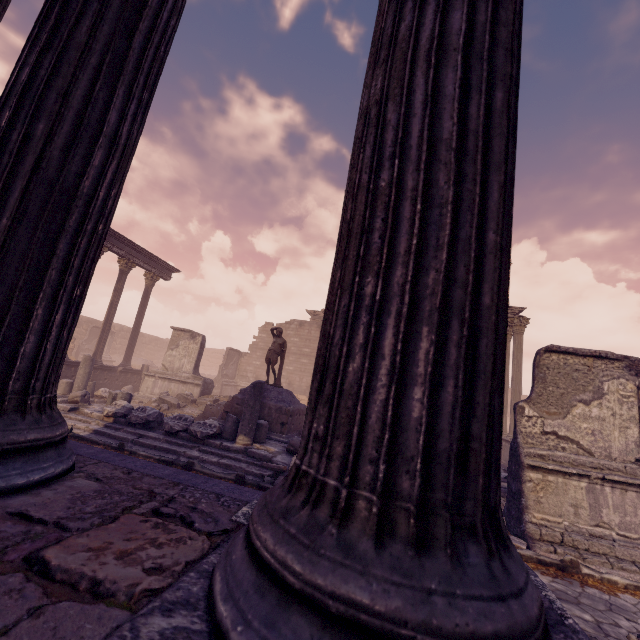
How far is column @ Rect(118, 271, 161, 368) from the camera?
17.7m

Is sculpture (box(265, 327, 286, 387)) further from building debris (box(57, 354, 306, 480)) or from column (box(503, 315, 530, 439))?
column (box(503, 315, 530, 439))

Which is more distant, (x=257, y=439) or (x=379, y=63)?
(x=257, y=439)

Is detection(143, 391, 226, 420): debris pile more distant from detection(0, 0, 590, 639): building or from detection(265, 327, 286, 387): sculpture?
detection(0, 0, 590, 639): building

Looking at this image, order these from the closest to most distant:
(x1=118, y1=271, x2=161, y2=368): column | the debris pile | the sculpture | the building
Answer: the building
the sculpture
the debris pile
(x1=118, y1=271, x2=161, y2=368): column

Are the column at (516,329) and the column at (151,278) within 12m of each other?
no

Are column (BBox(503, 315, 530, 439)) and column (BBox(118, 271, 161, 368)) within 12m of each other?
no

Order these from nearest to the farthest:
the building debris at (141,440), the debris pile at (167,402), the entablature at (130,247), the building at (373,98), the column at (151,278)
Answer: the building at (373,98) < the building debris at (141,440) < the debris pile at (167,402) < the entablature at (130,247) < the column at (151,278)
